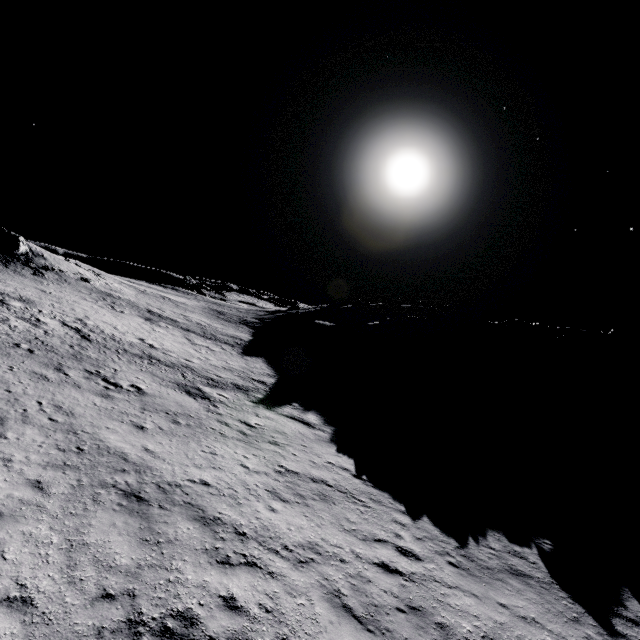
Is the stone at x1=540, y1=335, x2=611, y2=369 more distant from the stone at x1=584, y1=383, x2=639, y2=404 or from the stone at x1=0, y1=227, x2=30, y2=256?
the stone at x1=0, y1=227, x2=30, y2=256

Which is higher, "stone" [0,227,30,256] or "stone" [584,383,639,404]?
"stone" [0,227,30,256]

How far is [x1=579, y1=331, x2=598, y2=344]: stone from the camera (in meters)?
58.66

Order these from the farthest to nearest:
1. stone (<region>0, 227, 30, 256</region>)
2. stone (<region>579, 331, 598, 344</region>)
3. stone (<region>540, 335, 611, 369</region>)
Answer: stone (<region>579, 331, 598, 344</region>) < stone (<region>540, 335, 611, 369</region>) < stone (<region>0, 227, 30, 256</region>)

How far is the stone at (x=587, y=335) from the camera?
58.66m

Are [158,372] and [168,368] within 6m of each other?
yes

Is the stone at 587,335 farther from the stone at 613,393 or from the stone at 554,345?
the stone at 613,393

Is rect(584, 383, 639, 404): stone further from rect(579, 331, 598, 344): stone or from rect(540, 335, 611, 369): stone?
rect(579, 331, 598, 344): stone
